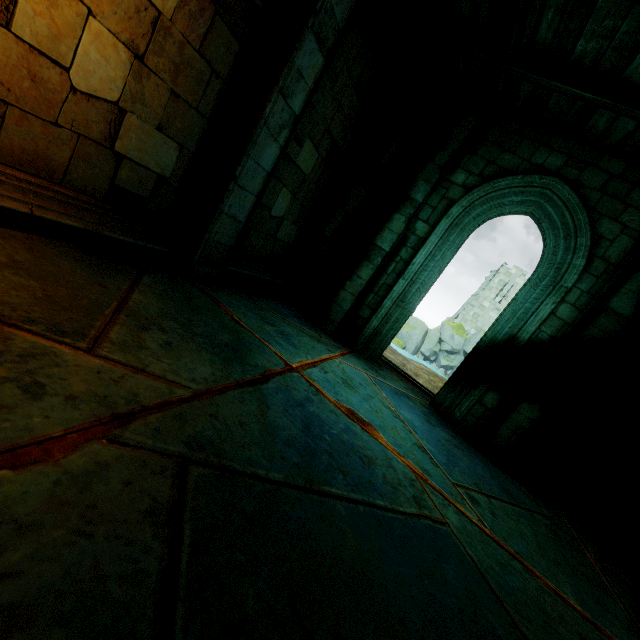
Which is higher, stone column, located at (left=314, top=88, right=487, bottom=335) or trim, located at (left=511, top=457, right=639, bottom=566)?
stone column, located at (left=314, top=88, right=487, bottom=335)

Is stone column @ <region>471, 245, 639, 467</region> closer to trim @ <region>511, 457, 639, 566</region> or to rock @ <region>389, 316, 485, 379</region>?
trim @ <region>511, 457, 639, 566</region>

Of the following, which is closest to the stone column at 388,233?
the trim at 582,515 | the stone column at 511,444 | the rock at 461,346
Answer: the stone column at 511,444

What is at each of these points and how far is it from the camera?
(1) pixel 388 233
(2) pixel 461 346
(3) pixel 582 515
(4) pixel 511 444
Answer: (1) stone column, 6.1m
(2) rock, 53.2m
(3) trim, 5.4m
(4) stone column, 5.3m

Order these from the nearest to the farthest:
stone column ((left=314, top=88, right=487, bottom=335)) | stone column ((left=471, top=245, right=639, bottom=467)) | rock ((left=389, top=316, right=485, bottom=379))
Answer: stone column ((left=471, top=245, right=639, bottom=467)) < stone column ((left=314, top=88, right=487, bottom=335)) < rock ((left=389, top=316, right=485, bottom=379))

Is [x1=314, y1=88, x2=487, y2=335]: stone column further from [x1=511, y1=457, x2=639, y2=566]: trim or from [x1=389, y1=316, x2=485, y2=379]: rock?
[x1=389, y1=316, x2=485, y2=379]: rock

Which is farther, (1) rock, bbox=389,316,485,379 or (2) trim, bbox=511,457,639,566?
(1) rock, bbox=389,316,485,379
